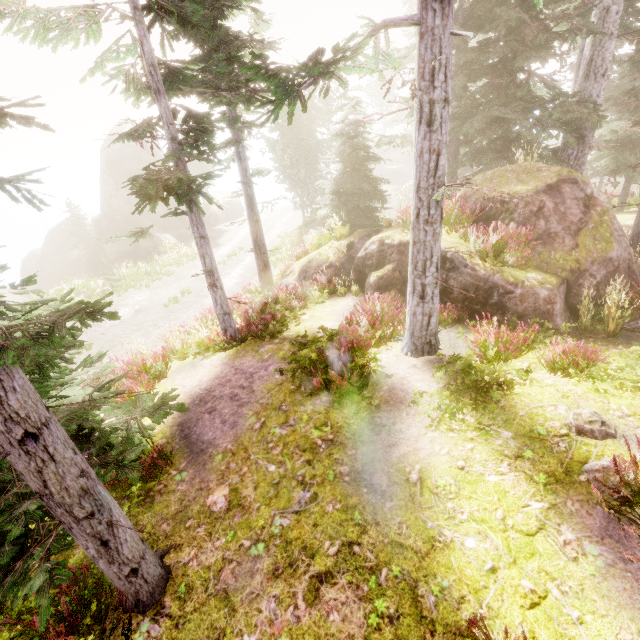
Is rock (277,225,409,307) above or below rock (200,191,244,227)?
above

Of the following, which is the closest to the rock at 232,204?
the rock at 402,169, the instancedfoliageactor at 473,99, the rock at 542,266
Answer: the instancedfoliageactor at 473,99

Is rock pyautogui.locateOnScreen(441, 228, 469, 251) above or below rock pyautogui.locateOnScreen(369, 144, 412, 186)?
above

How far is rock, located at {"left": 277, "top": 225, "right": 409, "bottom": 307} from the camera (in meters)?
10.56

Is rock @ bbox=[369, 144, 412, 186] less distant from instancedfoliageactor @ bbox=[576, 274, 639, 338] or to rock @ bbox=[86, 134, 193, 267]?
instancedfoliageactor @ bbox=[576, 274, 639, 338]

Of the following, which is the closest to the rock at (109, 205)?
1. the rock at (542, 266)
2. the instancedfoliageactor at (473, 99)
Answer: the instancedfoliageactor at (473, 99)

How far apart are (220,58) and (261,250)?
9.28m

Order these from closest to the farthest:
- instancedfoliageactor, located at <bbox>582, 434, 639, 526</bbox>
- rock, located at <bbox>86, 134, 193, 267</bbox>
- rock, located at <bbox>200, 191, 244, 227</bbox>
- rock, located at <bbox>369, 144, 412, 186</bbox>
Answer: instancedfoliageactor, located at <bbox>582, 434, 639, 526</bbox> → rock, located at <bbox>86, 134, 193, 267</bbox> → rock, located at <bbox>200, 191, 244, 227</bbox> → rock, located at <bbox>369, 144, 412, 186</bbox>
